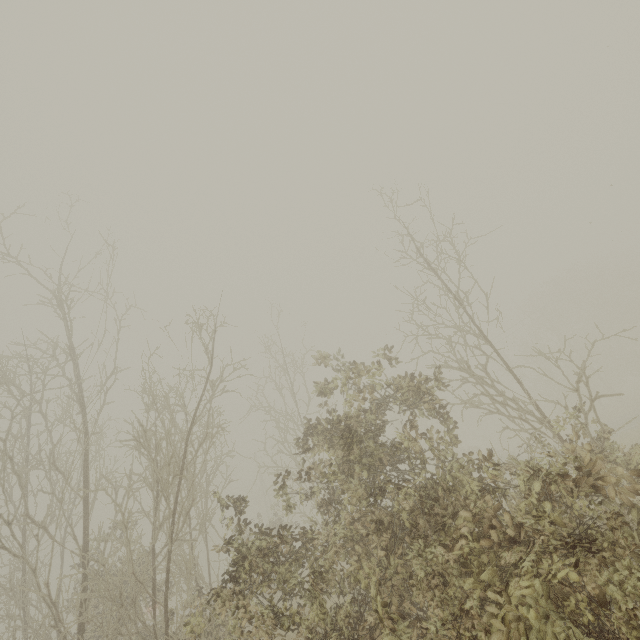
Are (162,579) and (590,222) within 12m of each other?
no
